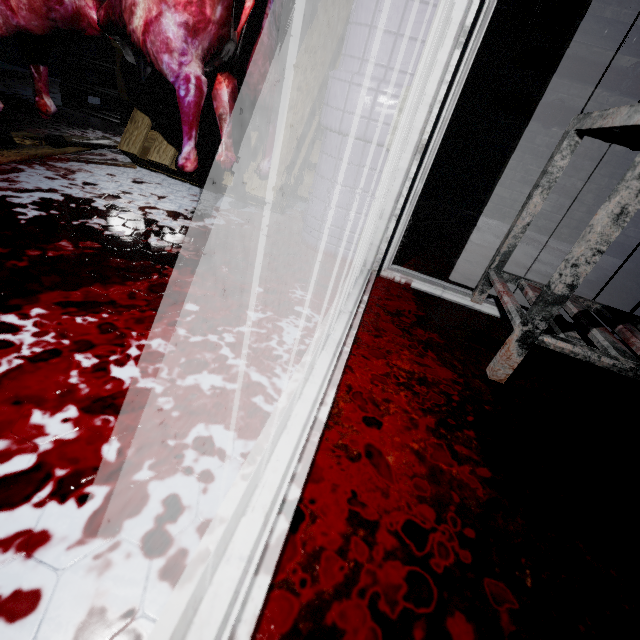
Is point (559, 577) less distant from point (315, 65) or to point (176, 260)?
point (176, 260)

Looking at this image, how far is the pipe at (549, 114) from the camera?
3.3 meters

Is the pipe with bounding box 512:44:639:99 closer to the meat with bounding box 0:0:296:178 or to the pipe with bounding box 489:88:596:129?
the pipe with bounding box 489:88:596:129

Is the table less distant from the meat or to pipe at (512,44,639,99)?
the meat

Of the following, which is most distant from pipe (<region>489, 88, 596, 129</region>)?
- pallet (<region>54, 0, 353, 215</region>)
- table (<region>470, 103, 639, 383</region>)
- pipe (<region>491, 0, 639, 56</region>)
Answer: table (<region>470, 103, 639, 383</region>)

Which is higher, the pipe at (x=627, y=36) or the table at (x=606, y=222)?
the pipe at (x=627, y=36)

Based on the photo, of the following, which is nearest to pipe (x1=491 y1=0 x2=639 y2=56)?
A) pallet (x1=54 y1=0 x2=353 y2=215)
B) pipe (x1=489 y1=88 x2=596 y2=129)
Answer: pipe (x1=489 y1=88 x2=596 y2=129)

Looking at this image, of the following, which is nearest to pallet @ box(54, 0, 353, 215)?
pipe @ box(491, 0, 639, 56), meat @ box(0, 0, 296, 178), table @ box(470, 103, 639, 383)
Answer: meat @ box(0, 0, 296, 178)
